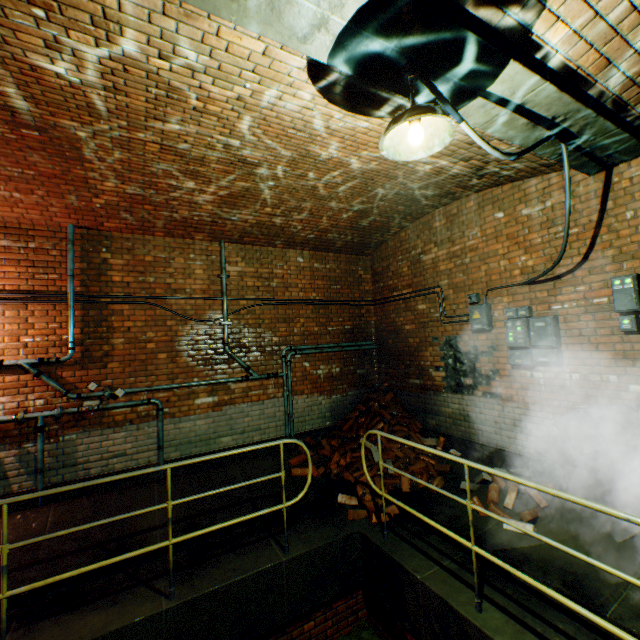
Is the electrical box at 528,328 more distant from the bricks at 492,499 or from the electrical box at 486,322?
the bricks at 492,499

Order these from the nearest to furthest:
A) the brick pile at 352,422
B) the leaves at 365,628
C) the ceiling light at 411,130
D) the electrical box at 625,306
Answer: the ceiling light at 411,130
the electrical box at 625,306
the leaves at 365,628
the brick pile at 352,422

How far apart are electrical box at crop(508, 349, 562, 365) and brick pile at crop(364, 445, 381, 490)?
2.1m

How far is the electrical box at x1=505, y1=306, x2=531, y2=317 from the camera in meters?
4.4

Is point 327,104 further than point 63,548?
No

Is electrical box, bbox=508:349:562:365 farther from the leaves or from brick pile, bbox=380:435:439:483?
the leaves

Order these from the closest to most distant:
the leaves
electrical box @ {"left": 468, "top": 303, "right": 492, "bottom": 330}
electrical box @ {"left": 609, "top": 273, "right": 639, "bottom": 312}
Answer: electrical box @ {"left": 609, "top": 273, "right": 639, "bottom": 312}, the leaves, electrical box @ {"left": 468, "top": 303, "right": 492, "bottom": 330}

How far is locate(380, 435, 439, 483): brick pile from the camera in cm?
513
